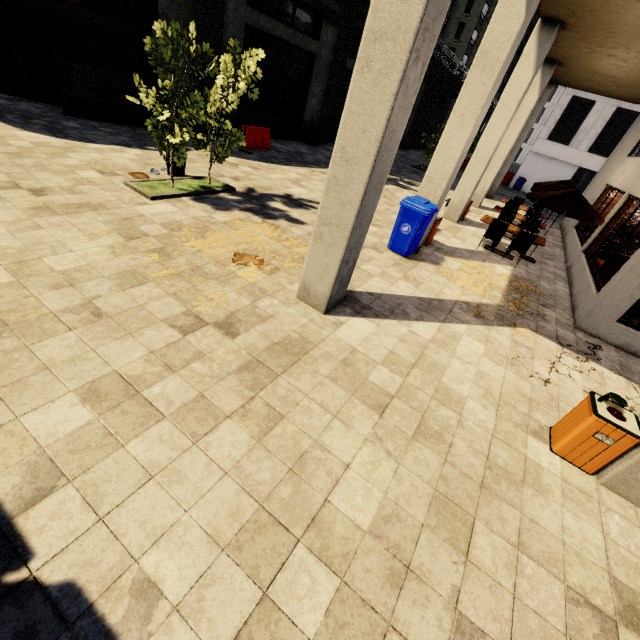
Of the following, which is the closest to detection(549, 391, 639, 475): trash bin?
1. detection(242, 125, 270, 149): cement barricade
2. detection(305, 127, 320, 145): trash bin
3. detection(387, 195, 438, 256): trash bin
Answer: A: detection(387, 195, 438, 256): trash bin

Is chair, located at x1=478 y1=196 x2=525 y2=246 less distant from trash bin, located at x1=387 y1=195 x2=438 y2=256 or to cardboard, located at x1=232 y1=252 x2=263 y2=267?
trash bin, located at x1=387 y1=195 x2=438 y2=256

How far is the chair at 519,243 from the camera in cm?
938

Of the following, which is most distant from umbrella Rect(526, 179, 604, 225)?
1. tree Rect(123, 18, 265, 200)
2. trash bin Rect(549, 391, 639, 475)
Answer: trash bin Rect(549, 391, 639, 475)

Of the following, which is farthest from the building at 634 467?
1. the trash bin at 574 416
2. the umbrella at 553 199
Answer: the umbrella at 553 199

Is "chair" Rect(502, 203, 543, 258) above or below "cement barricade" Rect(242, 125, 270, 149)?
above

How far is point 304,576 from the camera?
2.4 meters

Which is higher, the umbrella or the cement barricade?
the umbrella
